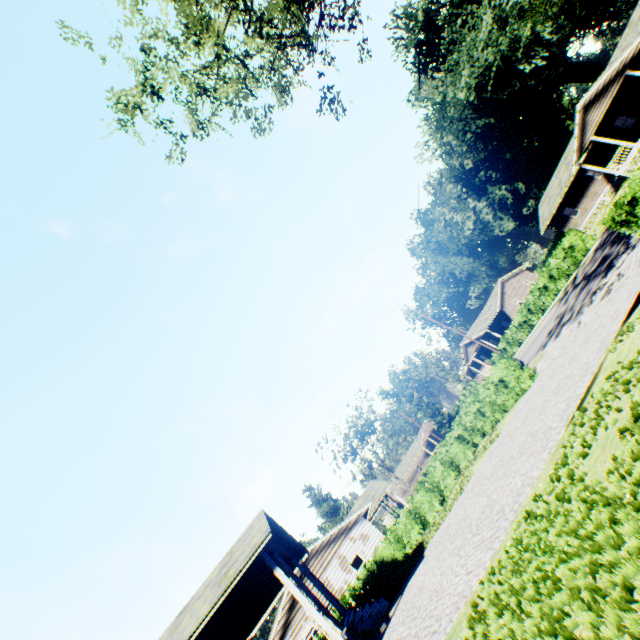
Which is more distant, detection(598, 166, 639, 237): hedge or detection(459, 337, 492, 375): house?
→ detection(459, 337, 492, 375): house

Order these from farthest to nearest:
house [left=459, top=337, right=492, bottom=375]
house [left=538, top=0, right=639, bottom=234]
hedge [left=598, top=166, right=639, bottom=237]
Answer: house [left=459, top=337, right=492, bottom=375] → house [left=538, top=0, right=639, bottom=234] → hedge [left=598, top=166, right=639, bottom=237]

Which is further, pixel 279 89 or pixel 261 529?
pixel 279 89

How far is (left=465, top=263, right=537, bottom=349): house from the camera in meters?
47.8 m

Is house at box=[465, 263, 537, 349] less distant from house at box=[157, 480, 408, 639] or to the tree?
house at box=[157, 480, 408, 639]

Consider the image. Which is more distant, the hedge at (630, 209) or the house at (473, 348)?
the house at (473, 348)

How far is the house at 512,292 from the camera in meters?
47.8 m
